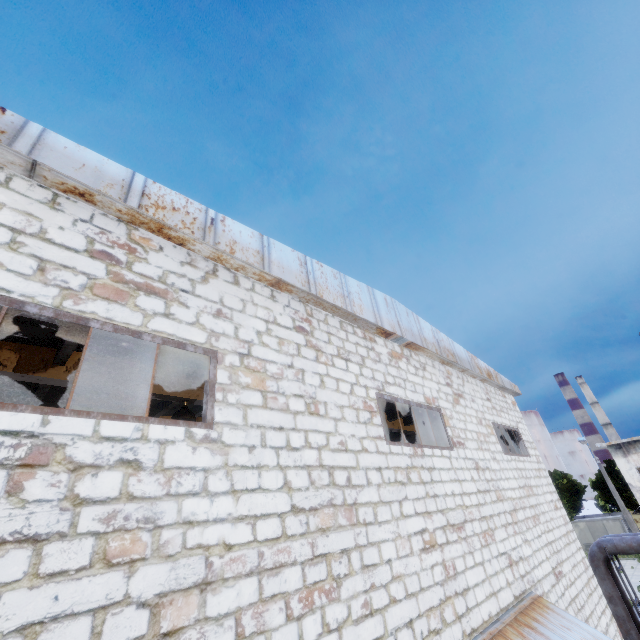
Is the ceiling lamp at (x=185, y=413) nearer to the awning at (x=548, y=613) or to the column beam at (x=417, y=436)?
the column beam at (x=417, y=436)

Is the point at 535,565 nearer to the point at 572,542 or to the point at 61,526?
the point at 572,542

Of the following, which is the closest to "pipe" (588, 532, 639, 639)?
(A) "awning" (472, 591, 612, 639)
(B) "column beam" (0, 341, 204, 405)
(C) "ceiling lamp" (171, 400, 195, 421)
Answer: (B) "column beam" (0, 341, 204, 405)

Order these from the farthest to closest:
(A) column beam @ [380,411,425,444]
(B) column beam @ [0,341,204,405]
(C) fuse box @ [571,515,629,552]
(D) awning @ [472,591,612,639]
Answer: (C) fuse box @ [571,515,629,552] < (A) column beam @ [380,411,425,444] < (B) column beam @ [0,341,204,405] < (D) awning @ [472,591,612,639]

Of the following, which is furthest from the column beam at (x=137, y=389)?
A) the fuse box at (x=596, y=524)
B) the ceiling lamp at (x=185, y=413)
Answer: the fuse box at (x=596, y=524)

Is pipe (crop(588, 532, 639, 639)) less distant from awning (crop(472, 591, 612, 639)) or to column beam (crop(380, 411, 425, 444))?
column beam (crop(380, 411, 425, 444))

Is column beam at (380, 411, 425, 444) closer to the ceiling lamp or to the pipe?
the ceiling lamp

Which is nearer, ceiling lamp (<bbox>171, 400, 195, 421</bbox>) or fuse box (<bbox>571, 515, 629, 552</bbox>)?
ceiling lamp (<bbox>171, 400, 195, 421</bbox>)
